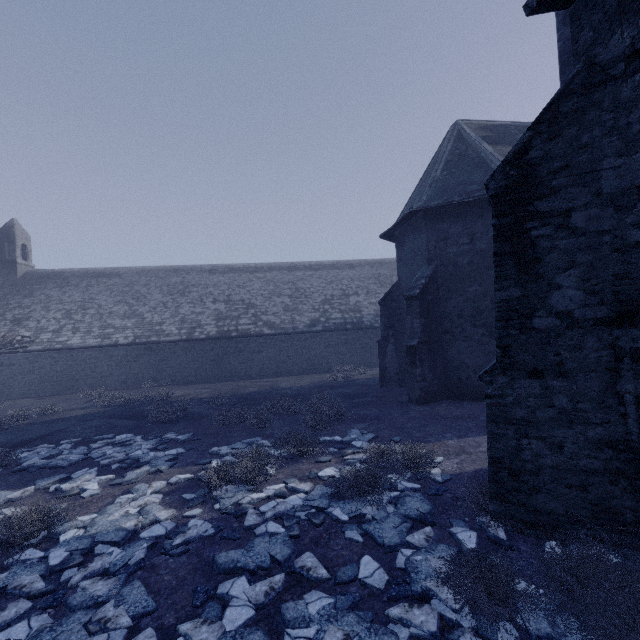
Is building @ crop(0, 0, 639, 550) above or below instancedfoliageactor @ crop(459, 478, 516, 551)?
above

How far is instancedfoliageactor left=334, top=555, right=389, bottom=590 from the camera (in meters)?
3.72

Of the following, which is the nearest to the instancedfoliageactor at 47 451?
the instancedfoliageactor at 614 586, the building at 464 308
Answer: the instancedfoliageactor at 614 586

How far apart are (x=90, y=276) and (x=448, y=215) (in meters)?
26.65

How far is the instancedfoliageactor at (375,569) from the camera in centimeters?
372cm

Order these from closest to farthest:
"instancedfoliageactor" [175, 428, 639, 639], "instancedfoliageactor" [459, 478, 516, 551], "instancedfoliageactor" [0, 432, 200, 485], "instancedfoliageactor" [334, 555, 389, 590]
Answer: "instancedfoliageactor" [175, 428, 639, 639] < "instancedfoliageactor" [334, 555, 389, 590] < "instancedfoliageactor" [459, 478, 516, 551] < "instancedfoliageactor" [0, 432, 200, 485]
